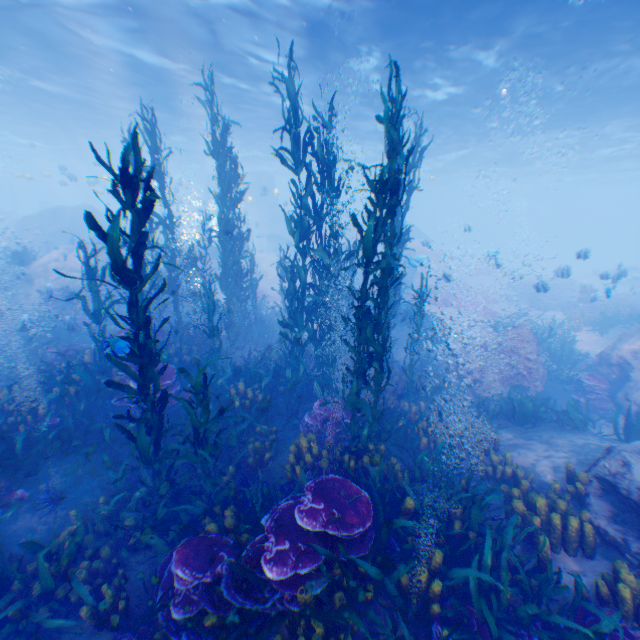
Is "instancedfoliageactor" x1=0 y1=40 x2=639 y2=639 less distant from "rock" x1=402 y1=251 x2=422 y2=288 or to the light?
"rock" x1=402 y1=251 x2=422 y2=288

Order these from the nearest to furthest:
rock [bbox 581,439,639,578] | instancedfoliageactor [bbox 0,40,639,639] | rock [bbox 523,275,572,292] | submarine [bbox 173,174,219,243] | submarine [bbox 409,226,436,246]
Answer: instancedfoliageactor [bbox 0,40,639,639], rock [bbox 581,439,639,578], rock [bbox 523,275,572,292], submarine [bbox 409,226,436,246], submarine [bbox 173,174,219,243]

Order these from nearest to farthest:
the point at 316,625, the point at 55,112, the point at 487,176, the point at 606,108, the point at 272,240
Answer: the point at 316,625, the point at 606,108, the point at 55,112, the point at 272,240, the point at 487,176

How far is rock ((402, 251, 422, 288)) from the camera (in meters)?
14.42

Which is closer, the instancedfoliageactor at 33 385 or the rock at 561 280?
the instancedfoliageactor at 33 385

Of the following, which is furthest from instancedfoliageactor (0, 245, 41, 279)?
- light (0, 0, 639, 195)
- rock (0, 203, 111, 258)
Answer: light (0, 0, 639, 195)

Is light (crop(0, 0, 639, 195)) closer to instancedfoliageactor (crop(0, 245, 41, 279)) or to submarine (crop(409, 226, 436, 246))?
submarine (crop(409, 226, 436, 246))

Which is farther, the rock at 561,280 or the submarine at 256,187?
the submarine at 256,187
